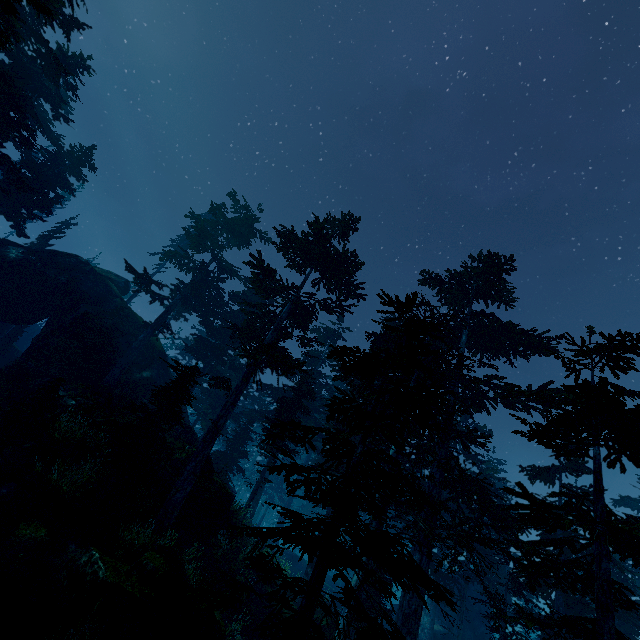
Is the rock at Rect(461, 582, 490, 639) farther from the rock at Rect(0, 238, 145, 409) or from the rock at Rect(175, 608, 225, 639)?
the rock at Rect(175, 608, 225, 639)

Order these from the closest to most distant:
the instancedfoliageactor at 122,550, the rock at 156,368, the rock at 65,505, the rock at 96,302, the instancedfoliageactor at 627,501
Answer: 1. the instancedfoliageactor at 122,550
2. the rock at 65,505
3. the rock at 156,368
4. the rock at 96,302
5. the instancedfoliageactor at 627,501

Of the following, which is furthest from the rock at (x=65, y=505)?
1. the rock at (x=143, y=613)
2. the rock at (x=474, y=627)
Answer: the rock at (x=474, y=627)

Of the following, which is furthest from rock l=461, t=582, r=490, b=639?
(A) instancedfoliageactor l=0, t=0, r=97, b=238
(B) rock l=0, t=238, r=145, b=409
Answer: (B) rock l=0, t=238, r=145, b=409

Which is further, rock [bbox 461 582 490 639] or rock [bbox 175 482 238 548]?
rock [bbox 461 582 490 639]

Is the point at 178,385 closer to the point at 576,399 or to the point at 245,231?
the point at 576,399

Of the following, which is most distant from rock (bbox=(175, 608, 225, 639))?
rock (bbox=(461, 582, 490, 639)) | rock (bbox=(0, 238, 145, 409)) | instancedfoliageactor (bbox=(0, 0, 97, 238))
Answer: rock (bbox=(461, 582, 490, 639))
